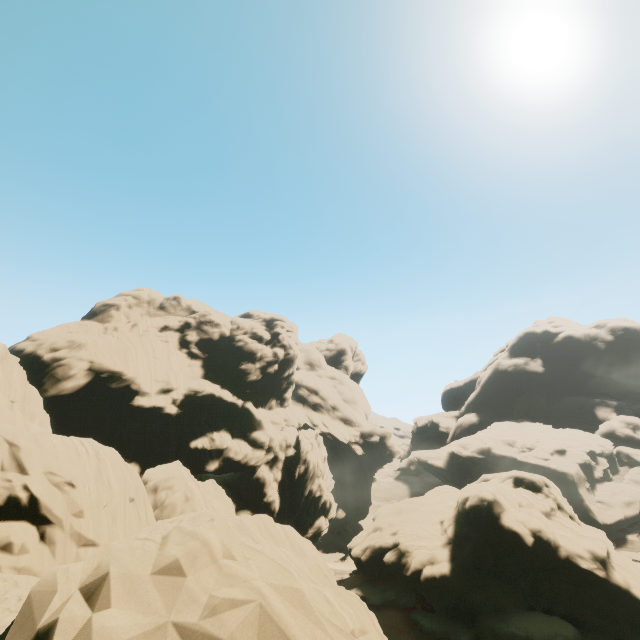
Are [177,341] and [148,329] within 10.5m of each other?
yes
